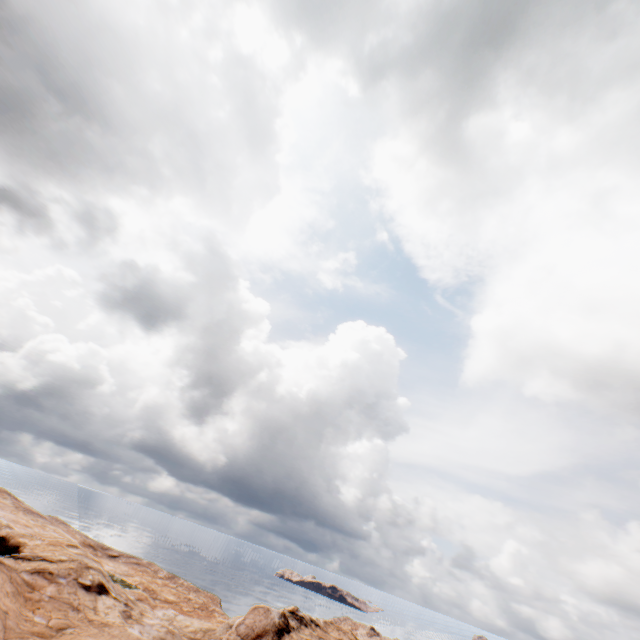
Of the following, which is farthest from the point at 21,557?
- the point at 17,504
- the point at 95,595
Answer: the point at 17,504
